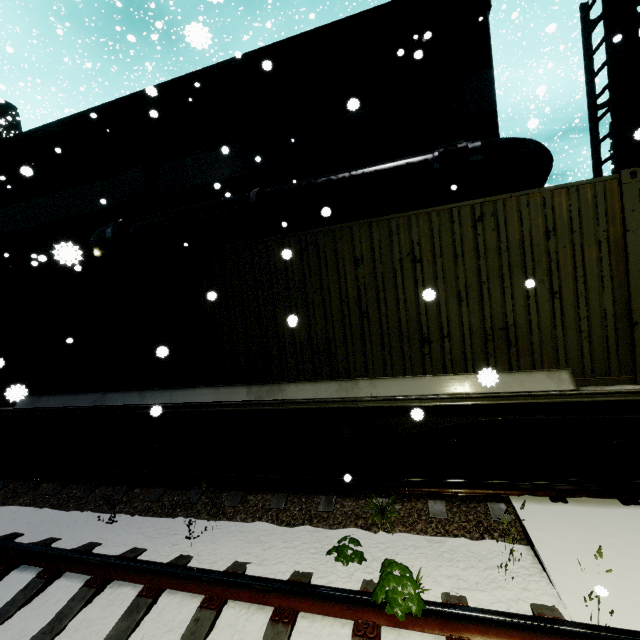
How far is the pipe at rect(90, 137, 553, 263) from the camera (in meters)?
7.27

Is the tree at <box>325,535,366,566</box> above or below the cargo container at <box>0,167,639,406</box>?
below

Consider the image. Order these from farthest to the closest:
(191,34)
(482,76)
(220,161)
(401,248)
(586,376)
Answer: (220,161) < (482,76) < (401,248) < (586,376) < (191,34)

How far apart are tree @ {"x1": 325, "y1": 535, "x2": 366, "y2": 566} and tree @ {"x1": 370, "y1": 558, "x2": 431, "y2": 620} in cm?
57

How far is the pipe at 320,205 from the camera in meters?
7.3

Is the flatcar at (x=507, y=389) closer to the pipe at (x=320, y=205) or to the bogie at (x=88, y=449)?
the bogie at (x=88, y=449)

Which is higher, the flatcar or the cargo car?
the cargo car

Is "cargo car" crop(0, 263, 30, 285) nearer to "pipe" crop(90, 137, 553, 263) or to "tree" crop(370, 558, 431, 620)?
"pipe" crop(90, 137, 553, 263)
